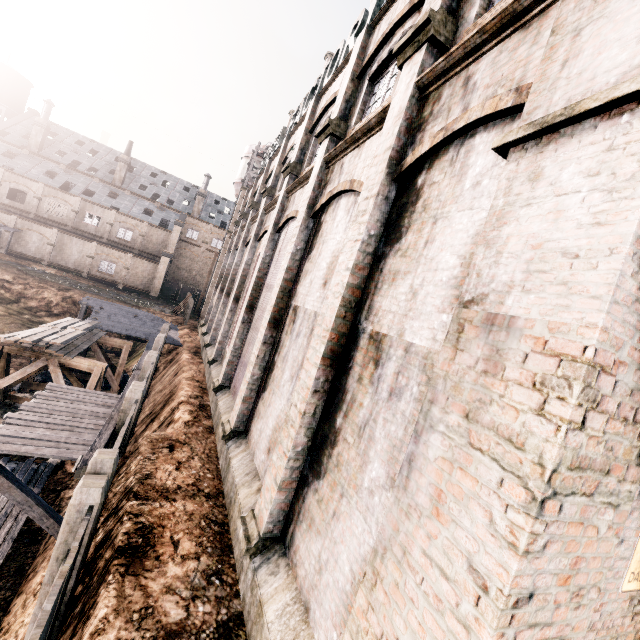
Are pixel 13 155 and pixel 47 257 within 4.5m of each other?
no

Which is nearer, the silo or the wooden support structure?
the wooden support structure

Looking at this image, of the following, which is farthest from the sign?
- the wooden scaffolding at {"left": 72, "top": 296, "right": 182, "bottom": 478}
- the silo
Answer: the silo

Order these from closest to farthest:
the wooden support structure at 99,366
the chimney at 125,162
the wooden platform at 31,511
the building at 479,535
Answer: the building at 479,535
the wooden platform at 31,511
the wooden support structure at 99,366
the chimney at 125,162

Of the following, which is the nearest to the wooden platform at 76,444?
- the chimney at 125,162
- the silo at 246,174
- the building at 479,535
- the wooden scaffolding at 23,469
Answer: the wooden scaffolding at 23,469

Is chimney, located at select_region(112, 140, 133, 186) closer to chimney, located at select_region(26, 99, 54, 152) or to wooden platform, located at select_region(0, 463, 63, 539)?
chimney, located at select_region(26, 99, 54, 152)

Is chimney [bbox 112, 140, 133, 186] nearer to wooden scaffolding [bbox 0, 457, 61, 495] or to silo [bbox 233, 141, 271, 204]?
silo [bbox 233, 141, 271, 204]

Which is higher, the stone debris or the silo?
the silo
